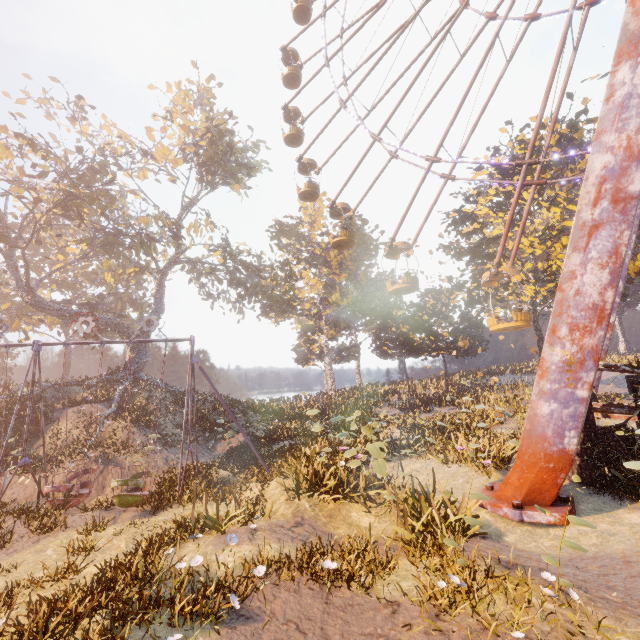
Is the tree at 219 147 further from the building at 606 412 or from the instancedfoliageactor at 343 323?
the building at 606 412

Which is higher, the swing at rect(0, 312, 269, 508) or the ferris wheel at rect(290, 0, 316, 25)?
the ferris wheel at rect(290, 0, 316, 25)

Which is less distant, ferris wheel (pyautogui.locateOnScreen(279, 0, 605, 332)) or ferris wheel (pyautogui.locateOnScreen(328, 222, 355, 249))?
ferris wheel (pyautogui.locateOnScreen(279, 0, 605, 332))

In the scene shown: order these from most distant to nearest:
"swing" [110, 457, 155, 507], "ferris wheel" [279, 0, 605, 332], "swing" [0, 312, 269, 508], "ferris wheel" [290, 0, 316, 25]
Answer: "ferris wheel" [290, 0, 316, 25], "ferris wheel" [279, 0, 605, 332], "swing" [0, 312, 269, 508], "swing" [110, 457, 155, 507]

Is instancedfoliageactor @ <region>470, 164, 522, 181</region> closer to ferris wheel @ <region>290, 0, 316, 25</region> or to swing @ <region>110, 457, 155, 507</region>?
ferris wheel @ <region>290, 0, 316, 25</region>

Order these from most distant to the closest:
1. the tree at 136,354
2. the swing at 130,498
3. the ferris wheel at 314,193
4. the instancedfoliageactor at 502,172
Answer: the tree at 136,354 → the ferris wheel at 314,193 → the instancedfoliageactor at 502,172 → the swing at 130,498

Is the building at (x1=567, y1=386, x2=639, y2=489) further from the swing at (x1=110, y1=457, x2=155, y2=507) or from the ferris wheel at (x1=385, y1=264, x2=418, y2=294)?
the swing at (x1=110, y1=457, x2=155, y2=507)

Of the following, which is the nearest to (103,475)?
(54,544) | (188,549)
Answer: (54,544)
